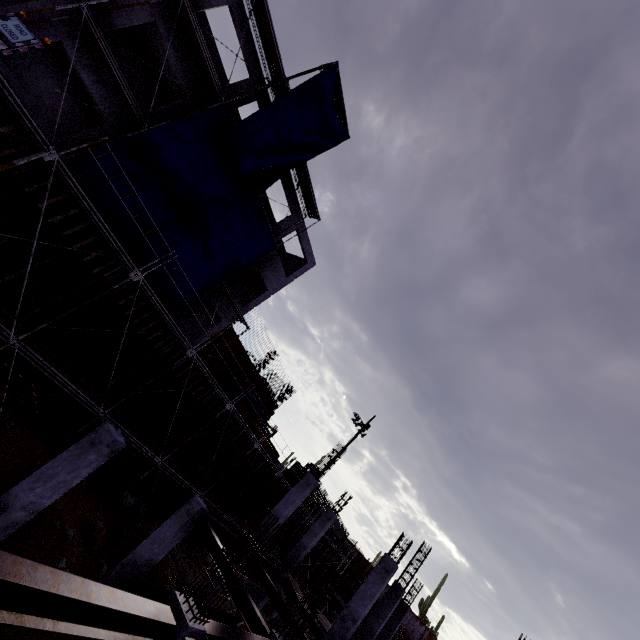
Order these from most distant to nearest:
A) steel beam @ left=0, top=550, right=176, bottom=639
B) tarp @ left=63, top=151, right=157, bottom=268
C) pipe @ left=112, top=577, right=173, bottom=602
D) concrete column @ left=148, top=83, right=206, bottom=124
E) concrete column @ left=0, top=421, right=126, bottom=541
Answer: concrete column @ left=148, top=83, right=206, bottom=124 → tarp @ left=63, top=151, right=157, bottom=268 → pipe @ left=112, top=577, right=173, bottom=602 → concrete column @ left=0, top=421, right=126, bottom=541 → steel beam @ left=0, top=550, right=176, bottom=639

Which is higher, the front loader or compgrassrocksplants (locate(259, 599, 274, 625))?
the front loader

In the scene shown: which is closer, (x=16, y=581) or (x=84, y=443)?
(x=16, y=581)

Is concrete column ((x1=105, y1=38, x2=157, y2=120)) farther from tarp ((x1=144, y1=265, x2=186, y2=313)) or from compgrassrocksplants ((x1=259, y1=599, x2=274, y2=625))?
compgrassrocksplants ((x1=259, y1=599, x2=274, y2=625))

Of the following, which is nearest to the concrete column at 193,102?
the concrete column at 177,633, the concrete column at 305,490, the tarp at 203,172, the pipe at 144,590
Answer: the tarp at 203,172

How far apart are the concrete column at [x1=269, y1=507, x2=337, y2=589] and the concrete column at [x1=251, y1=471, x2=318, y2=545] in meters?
4.3 m

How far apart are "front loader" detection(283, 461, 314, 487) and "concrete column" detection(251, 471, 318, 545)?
19.5 meters

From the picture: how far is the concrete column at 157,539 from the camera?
10.4 meters
